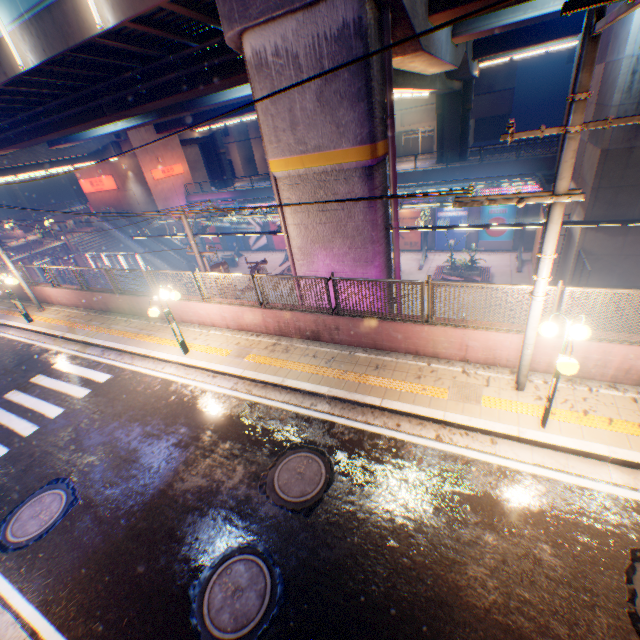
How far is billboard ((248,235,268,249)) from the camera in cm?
3766

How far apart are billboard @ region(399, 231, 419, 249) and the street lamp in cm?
2520

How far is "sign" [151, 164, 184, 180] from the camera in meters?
35.7

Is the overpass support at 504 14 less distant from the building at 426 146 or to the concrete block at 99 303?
the concrete block at 99 303

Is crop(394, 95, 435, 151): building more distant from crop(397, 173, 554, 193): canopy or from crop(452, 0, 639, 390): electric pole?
crop(452, 0, 639, 390): electric pole

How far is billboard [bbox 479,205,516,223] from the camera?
25.6m

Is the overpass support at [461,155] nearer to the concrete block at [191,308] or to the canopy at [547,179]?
the concrete block at [191,308]

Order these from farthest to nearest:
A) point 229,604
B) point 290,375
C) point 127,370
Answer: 1. point 127,370
2. point 290,375
3. point 229,604
